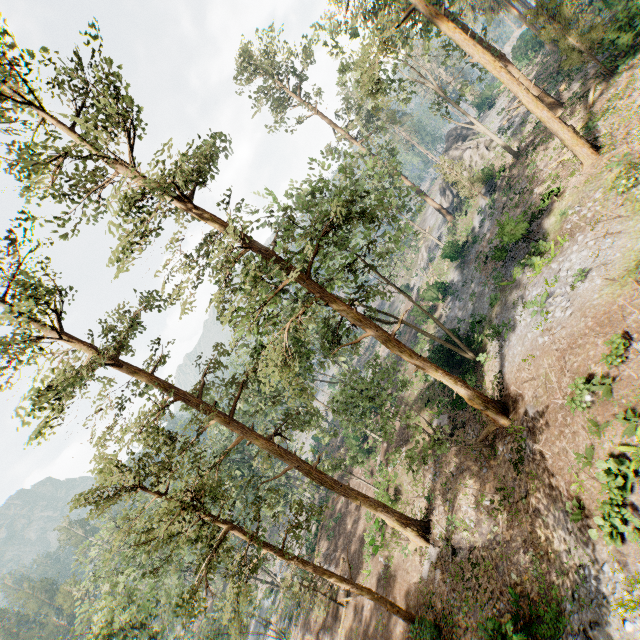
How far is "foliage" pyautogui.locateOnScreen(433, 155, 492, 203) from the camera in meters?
31.6

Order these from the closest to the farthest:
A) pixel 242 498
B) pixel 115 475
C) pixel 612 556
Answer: pixel 612 556, pixel 115 475, pixel 242 498

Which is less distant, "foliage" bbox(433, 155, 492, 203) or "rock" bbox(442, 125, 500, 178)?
"foliage" bbox(433, 155, 492, 203)

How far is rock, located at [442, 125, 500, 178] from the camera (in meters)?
38.12

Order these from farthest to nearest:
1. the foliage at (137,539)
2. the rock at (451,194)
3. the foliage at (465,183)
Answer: the rock at (451,194) < the foliage at (465,183) < the foliage at (137,539)

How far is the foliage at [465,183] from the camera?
31.6 meters

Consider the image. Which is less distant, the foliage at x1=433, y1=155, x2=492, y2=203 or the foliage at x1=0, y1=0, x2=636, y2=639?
the foliage at x1=0, y1=0, x2=636, y2=639
